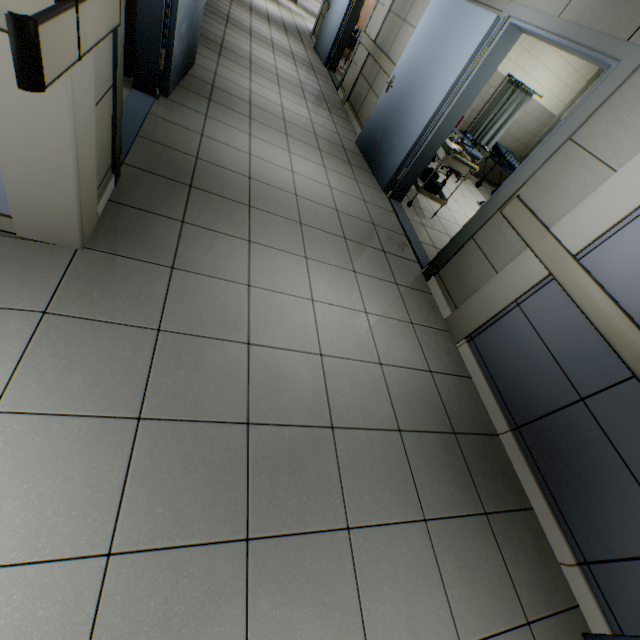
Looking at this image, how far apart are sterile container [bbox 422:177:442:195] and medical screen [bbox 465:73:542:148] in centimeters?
322cm

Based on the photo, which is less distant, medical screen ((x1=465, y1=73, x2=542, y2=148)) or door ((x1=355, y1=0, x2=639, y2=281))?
door ((x1=355, y1=0, x2=639, y2=281))

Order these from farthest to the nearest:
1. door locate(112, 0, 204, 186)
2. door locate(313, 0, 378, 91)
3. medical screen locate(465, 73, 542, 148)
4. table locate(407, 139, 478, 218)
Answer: door locate(313, 0, 378, 91)
medical screen locate(465, 73, 542, 148)
table locate(407, 139, 478, 218)
door locate(112, 0, 204, 186)

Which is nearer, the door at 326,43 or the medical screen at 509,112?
the medical screen at 509,112

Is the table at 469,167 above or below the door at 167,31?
above

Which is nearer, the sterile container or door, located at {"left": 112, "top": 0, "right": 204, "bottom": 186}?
door, located at {"left": 112, "top": 0, "right": 204, "bottom": 186}

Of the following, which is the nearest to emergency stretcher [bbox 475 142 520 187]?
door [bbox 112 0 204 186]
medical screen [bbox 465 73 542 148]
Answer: medical screen [bbox 465 73 542 148]

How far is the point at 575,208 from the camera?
2.3m
